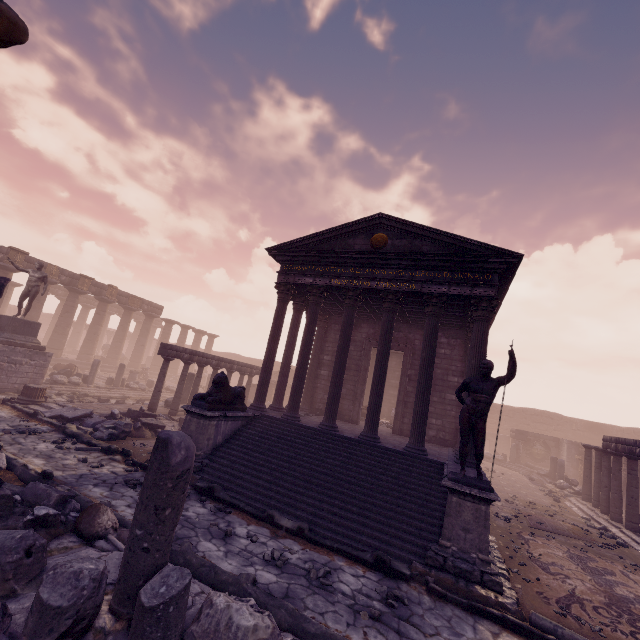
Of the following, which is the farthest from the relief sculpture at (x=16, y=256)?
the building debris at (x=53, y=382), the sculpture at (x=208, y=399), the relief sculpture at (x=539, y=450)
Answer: the relief sculpture at (x=539, y=450)

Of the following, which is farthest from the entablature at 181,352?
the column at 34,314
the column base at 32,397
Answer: the column at 34,314

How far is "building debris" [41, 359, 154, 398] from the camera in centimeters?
1678cm

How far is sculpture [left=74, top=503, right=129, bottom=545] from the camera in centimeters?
449cm

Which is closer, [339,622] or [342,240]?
[339,622]

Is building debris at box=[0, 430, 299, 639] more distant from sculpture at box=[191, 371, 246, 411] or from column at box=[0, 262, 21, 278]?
column at box=[0, 262, 21, 278]

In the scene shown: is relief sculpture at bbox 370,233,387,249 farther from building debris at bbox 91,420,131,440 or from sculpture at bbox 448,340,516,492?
building debris at bbox 91,420,131,440

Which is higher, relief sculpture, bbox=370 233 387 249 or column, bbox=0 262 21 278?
relief sculpture, bbox=370 233 387 249
